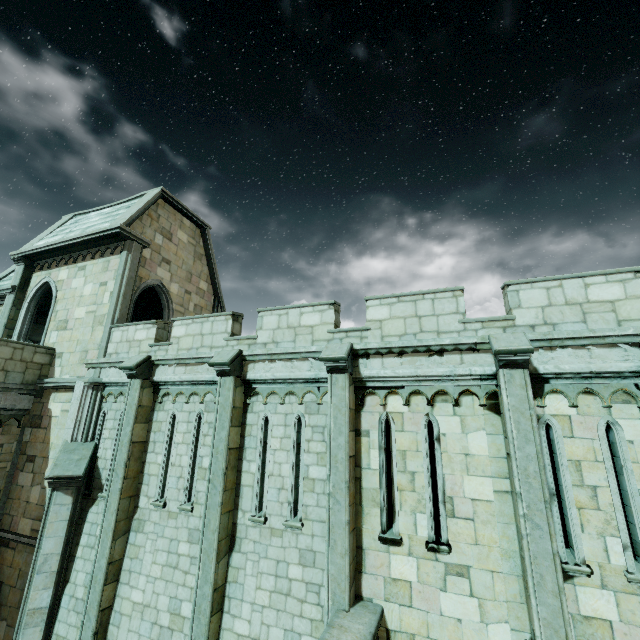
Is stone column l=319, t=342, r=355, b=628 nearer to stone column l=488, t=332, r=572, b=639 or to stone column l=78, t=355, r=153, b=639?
stone column l=488, t=332, r=572, b=639

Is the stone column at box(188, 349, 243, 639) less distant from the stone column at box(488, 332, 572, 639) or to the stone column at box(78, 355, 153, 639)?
the stone column at box(78, 355, 153, 639)

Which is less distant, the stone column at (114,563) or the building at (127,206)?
the stone column at (114,563)

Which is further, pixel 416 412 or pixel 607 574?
pixel 416 412

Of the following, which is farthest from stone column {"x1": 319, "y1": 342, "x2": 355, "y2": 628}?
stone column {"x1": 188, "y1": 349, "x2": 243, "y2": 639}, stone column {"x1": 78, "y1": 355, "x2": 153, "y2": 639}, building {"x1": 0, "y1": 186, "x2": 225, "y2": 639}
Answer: stone column {"x1": 78, "y1": 355, "x2": 153, "y2": 639}

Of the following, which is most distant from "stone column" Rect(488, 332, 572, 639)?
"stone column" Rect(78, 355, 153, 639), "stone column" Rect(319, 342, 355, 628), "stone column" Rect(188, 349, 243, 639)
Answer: "stone column" Rect(78, 355, 153, 639)

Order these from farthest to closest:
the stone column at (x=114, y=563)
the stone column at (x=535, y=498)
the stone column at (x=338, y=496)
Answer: the stone column at (x=114, y=563)
the stone column at (x=338, y=496)
the stone column at (x=535, y=498)

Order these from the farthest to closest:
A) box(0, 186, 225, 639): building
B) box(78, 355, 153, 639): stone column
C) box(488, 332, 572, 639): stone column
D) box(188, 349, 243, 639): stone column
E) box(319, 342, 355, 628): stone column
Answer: box(0, 186, 225, 639): building < box(78, 355, 153, 639): stone column < box(188, 349, 243, 639): stone column < box(319, 342, 355, 628): stone column < box(488, 332, 572, 639): stone column
